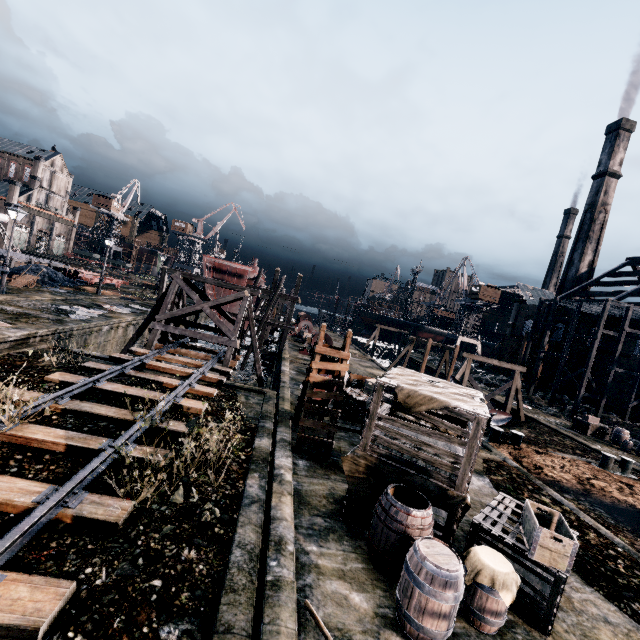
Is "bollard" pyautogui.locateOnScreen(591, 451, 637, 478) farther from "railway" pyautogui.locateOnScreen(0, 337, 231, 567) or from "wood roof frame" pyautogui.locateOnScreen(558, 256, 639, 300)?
"railway" pyautogui.locateOnScreen(0, 337, 231, 567)

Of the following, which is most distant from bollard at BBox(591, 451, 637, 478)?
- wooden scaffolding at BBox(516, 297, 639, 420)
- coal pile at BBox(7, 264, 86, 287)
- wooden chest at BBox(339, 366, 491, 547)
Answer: coal pile at BBox(7, 264, 86, 287)

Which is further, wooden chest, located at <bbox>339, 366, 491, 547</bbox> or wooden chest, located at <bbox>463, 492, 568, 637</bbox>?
wooden chest, located at <bbox>339, 366, 491, 547</bbox>

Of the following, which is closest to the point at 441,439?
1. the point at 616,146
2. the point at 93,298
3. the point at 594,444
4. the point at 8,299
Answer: the point at 594,444

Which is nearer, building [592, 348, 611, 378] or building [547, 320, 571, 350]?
building [592, 348, 611, 378]

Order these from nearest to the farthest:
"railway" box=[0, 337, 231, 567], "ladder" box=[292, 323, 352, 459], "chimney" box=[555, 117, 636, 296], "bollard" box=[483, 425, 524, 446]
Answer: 1. "railway" box=[0, 337, 231, 567]
2. "ladder" box=[292, 323, 352, 459]
3. "bollard" box=[483, 425, 524, 446]
4. "chimney" box=[555, 117, 636, 296]

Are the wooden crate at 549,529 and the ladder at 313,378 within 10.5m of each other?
yes

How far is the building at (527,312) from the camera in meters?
54.1 m
